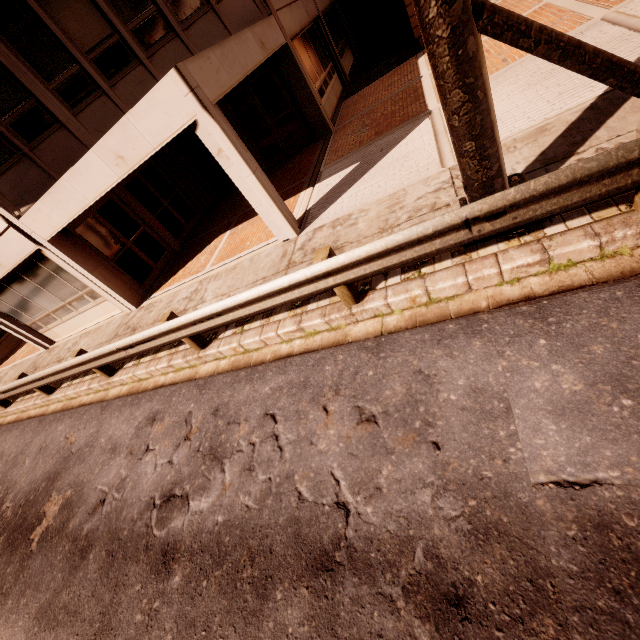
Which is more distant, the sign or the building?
the building

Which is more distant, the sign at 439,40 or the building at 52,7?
the building at 52,7

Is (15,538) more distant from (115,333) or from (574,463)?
(574,463)
